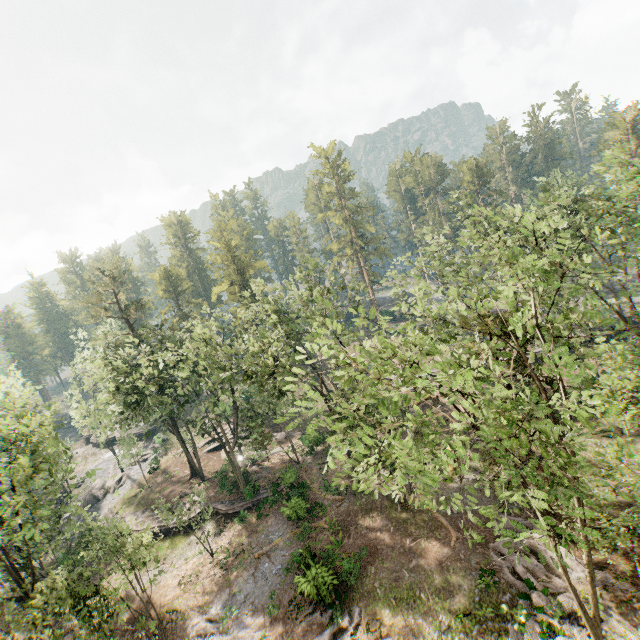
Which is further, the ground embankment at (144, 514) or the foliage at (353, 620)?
the ground embankment at (144, 514)

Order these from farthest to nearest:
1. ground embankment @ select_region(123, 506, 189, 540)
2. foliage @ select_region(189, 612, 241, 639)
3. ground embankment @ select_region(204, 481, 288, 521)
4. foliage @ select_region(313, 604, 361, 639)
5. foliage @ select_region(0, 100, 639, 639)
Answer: ground embankment @ select_region(123, 506, 189, 540) → ground embankment @ select_region(204, 481, 288, 521) → foliage @ select_region(189, 612, 241, 639) → foliage @ select_region(313, 604, 361, 639) → foliage @ select_region(0, 100, 639, 639)

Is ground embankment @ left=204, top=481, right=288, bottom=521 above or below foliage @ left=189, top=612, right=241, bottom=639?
above

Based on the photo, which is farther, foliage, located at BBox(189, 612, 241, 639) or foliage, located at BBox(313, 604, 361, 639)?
foliage, located at BBox(189, 612, 241, 639)

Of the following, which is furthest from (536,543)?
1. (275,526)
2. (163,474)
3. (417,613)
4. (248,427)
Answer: (163,474)

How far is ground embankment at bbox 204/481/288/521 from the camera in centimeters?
3078cm

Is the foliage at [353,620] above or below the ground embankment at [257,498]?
below
